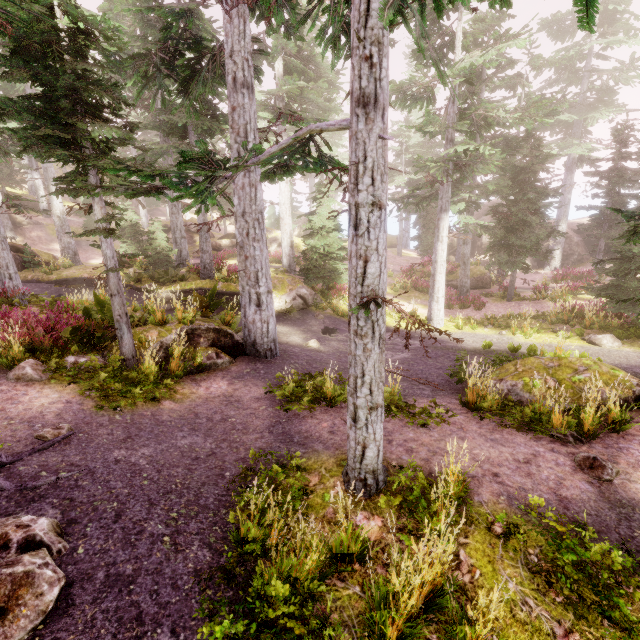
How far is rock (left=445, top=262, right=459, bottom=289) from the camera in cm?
2465

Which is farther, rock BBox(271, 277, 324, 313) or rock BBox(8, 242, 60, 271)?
rock BBox(8, 242, 60, 271)

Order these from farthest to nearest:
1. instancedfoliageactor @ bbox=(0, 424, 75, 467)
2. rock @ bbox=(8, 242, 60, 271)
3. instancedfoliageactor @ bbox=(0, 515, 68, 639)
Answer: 1. rock @ bbox=(8, 242, 60, 271)
2. instancedfoliageactor @ bbox=(0, 424, 75, 467)
3. instancedfoliageactor @ bbox=(0, 515, 68, 639)

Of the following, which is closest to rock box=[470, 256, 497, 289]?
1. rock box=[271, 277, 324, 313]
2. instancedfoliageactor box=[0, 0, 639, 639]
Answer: instancedfoliageactor box=[0, 0, 639, 639]

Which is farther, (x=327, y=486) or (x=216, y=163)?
(x=327, y=486)

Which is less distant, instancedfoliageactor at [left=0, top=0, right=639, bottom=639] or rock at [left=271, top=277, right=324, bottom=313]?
instancedfoliageactor at [left=0, top=0, right=639, bottom=639]

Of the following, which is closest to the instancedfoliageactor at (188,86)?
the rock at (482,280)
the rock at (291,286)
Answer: the rock at (291,286)

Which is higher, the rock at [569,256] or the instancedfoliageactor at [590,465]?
the rock at [569,256]
